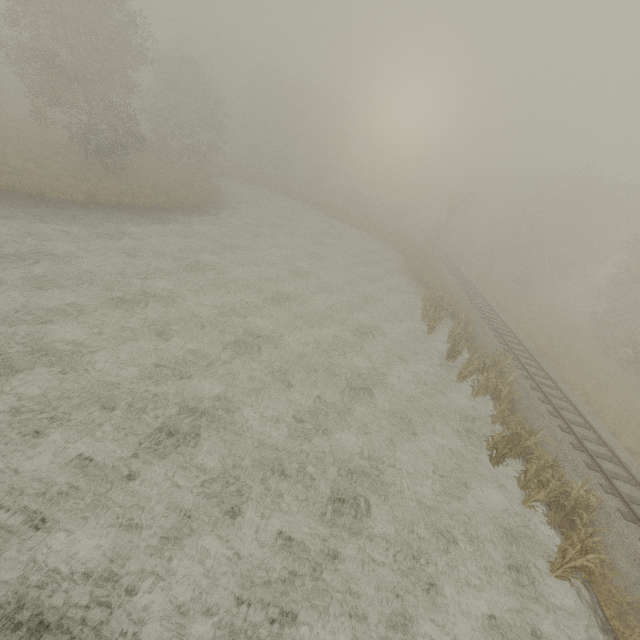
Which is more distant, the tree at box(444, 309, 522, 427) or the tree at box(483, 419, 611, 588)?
the tree at box(444, 309, 522, 427)

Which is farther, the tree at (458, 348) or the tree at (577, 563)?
the tree at (458, 348)

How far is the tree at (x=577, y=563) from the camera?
8.38m

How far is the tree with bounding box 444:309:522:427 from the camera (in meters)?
14.56

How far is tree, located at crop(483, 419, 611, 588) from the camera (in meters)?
8.38

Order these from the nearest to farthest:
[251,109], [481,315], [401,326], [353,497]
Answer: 1. [353,497]
2. [401,326]
3. [481,315]
4. [251,109]

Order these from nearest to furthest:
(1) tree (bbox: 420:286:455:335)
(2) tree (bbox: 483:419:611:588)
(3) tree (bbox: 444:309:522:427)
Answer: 1. (2) tree (bbox: 483:419:611:588)
2. (3) tree (bbox: 444:309:522:427)
3. (1) tree (bbox: 420:286:455:335)
